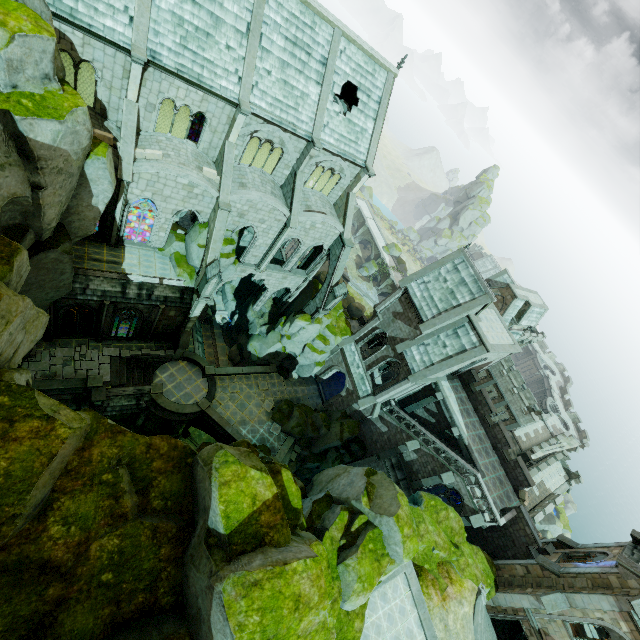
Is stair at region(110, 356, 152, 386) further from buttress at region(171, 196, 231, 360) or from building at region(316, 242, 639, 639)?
building at region(316, 242, 639, 639)

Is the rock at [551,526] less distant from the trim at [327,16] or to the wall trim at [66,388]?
the wall trim at [66,388]

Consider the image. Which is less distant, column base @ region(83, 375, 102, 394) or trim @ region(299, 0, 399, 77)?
trim @ region(299, 0, 399, 77)

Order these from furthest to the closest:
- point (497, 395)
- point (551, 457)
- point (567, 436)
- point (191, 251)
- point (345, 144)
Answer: point (567, 436) < point (497, 395) < point (551, 457) < point (345, 144) < point (191, 251)

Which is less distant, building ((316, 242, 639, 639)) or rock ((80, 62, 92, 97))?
building ((316, 242, 639, 639))

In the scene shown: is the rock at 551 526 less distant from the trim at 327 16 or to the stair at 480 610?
the stair at 480 610

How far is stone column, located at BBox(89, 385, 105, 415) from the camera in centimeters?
2400cm

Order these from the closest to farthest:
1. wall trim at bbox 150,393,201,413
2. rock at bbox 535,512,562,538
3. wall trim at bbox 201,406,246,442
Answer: wall trim at bbox 150,393,201,413, wall trim at bbox 201,406,246,442, rock at bbox 535,512,562,538
